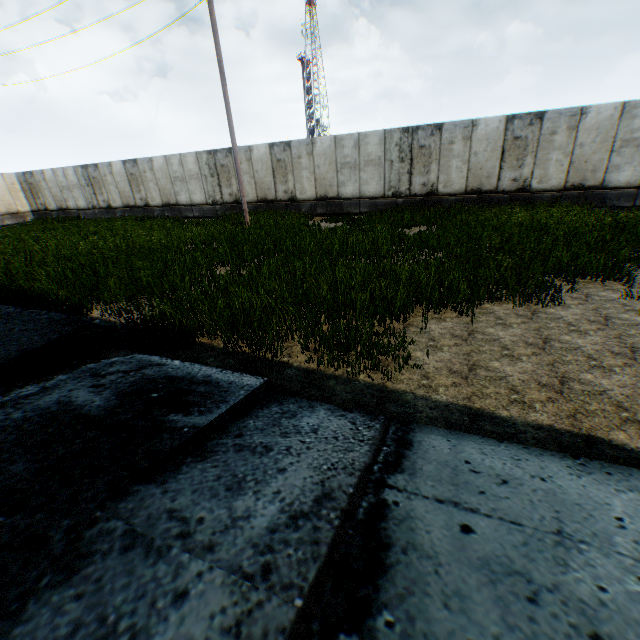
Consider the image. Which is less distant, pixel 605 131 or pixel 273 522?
pixel 273 522
